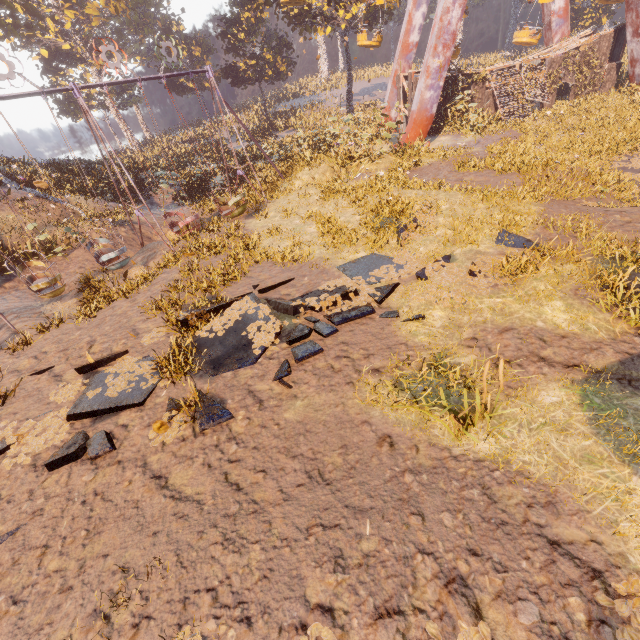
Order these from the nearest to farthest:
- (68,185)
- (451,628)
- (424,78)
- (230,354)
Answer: (451,628)
(230,354)
(68,185)
(424,78)

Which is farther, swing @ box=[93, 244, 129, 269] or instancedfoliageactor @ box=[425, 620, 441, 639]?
swing @ box=[93, 244, 129, 269]

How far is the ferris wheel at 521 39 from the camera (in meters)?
21.30

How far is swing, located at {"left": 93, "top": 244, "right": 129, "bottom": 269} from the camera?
12.87m

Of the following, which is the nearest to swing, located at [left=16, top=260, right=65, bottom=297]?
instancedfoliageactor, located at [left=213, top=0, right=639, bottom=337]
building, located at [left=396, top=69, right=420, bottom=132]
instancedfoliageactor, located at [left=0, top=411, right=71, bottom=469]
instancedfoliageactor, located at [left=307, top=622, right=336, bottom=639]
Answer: instancedfoliageactor, located at [left=213, top=0, right=639, bottom=337]

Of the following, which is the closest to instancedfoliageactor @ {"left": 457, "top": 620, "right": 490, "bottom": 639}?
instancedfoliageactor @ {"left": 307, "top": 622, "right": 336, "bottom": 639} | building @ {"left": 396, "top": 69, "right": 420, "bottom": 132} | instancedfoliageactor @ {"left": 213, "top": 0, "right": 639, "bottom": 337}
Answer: instancedfoliageactor @ {"left": 307, "top": 622, "right": 336, "bottom": 639}

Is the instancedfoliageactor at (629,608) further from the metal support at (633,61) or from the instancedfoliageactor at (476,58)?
the metal support at (633,61)

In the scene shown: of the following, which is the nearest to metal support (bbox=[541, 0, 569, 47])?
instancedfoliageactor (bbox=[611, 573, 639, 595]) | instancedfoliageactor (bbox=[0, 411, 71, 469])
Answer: instancedfoliageactor (bbox=[0, 411, 71, 469])
